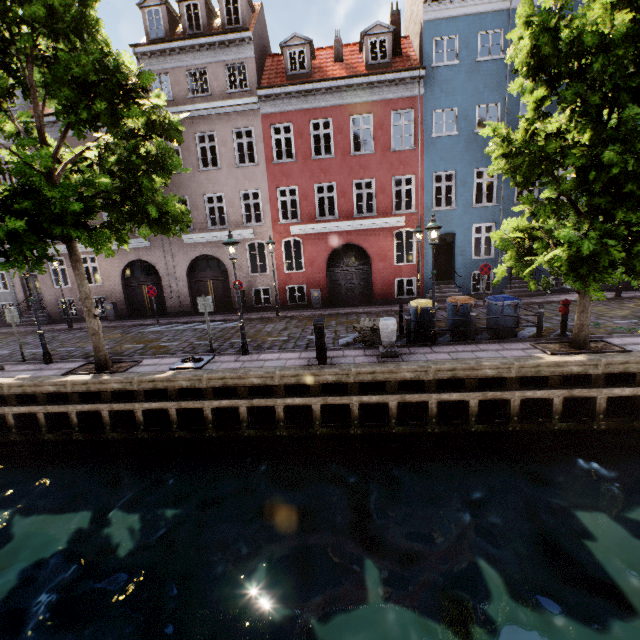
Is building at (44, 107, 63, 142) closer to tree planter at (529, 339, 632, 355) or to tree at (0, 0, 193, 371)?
tree at (0, 0, 193, 371)

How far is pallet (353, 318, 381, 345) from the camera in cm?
1030

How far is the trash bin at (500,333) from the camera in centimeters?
1028cm

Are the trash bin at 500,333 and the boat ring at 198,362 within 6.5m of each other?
no

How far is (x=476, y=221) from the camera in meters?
→ 16.4 m

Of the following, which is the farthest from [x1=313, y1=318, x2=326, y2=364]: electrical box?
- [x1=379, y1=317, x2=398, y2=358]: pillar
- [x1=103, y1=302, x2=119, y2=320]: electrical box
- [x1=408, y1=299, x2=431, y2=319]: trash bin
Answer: [x1=103, y1=302, x2=119, y2=320]: electrical box

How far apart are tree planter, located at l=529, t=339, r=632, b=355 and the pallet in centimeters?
390cm

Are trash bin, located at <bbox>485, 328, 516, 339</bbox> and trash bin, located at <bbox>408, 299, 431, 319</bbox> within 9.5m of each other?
yes
